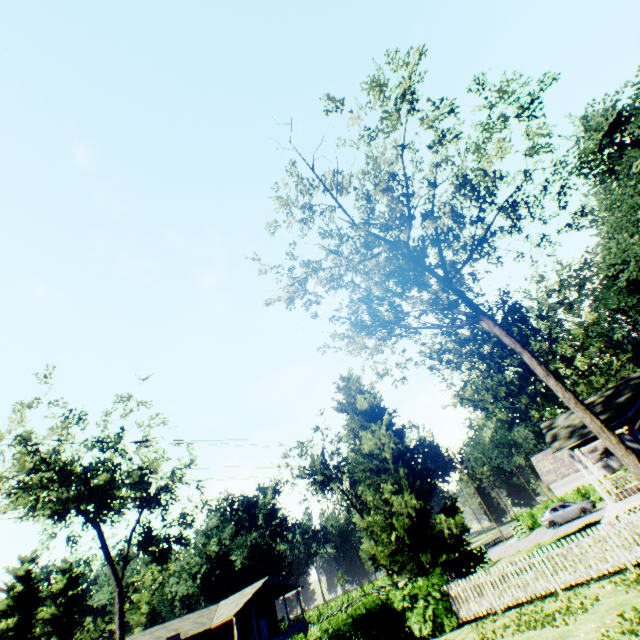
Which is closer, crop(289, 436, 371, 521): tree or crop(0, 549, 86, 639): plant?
crop(289, 436, 371, 521): tree

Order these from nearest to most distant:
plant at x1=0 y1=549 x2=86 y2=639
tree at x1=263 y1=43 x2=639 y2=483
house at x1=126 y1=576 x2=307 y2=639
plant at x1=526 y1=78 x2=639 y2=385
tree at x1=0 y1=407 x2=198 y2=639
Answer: tree at x1=263 y1=43 x2=639 y2=483 → tree at x1=0 y1=407 x2=198 y2=639 → plant at x1=526 y1=78 x2=639 y2=385 → house at x1=126 y1=576 x2=307 y2=639 → plant at x1=0 y1=549 x2=86 y2=639

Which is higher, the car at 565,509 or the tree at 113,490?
the tree at 113,490

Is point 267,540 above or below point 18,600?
below

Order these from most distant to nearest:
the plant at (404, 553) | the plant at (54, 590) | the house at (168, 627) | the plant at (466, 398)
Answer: the plant at (54, 590), the plant at (466, 398), the house at (168, 627), the plant at (404, 553)

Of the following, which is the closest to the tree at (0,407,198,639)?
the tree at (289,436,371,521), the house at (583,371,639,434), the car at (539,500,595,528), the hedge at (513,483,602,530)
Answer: the tree at (289,436,371,521)

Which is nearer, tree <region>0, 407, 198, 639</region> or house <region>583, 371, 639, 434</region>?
house <region>583, 371, 639, 434</region>

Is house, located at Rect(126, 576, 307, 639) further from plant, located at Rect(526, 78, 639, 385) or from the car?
the car
